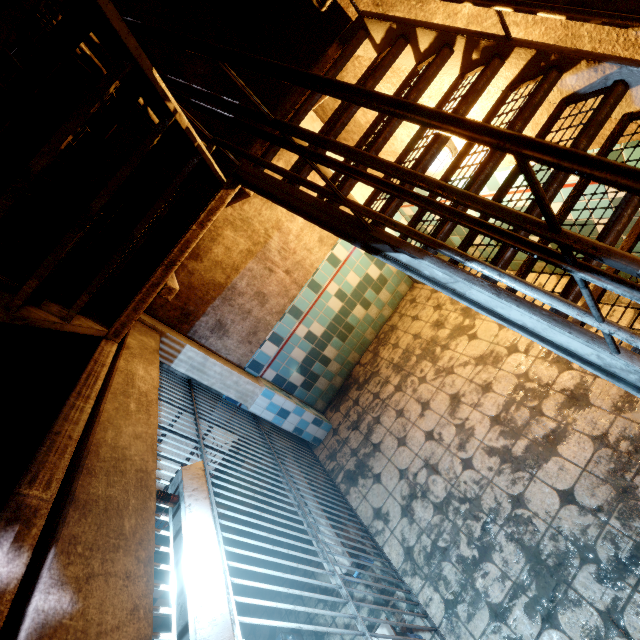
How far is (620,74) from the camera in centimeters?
161cm

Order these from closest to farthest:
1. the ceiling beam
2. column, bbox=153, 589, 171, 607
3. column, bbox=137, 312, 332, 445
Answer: the ceiling beam < column, bbox=137, 312, 332, 445 < column, bbox=153, 589, 171, 607

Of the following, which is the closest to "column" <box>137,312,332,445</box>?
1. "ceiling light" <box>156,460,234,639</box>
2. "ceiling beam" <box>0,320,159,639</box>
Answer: "ceiling beam" <box>0,320,159,639</box>

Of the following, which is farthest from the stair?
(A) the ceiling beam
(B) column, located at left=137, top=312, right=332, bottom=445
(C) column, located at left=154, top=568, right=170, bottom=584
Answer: (C) column, located at left=154, top=568, right=170, bottom=584

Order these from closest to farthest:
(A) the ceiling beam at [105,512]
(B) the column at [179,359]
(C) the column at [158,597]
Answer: (A) the ceiling beam at [105,512] → (B) the column at [179,359] → (C) the column at [158,597]

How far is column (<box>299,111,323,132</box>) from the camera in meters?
3.5

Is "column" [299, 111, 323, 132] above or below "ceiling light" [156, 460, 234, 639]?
above

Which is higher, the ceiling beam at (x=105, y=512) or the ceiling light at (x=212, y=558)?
the ceiling beam at (x=105, y=512)
